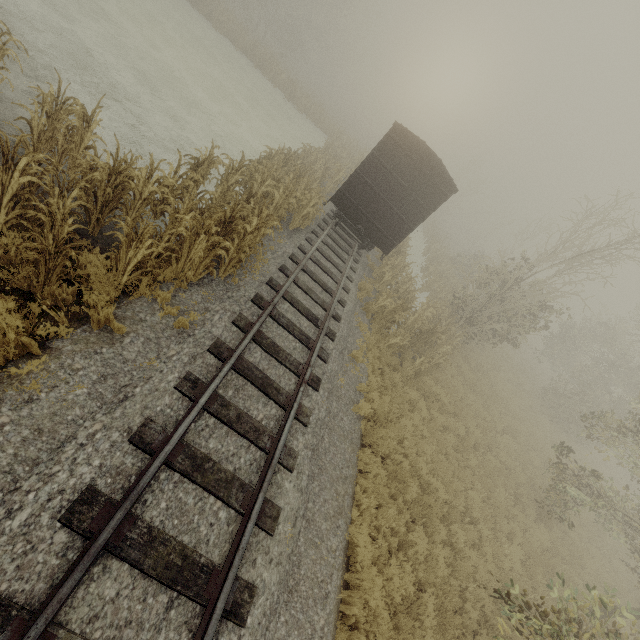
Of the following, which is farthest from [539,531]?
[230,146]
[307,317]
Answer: [230,146]

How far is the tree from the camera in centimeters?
4222cm

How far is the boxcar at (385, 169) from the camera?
11.8m

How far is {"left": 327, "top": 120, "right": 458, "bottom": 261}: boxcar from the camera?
11.8m

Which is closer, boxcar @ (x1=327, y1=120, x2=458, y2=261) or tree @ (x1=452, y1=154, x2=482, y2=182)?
boxcar @ (x1=327, y1=120, x2=458, y2=261)

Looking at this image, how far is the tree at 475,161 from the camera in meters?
42.2 m

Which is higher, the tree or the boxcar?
the tree
